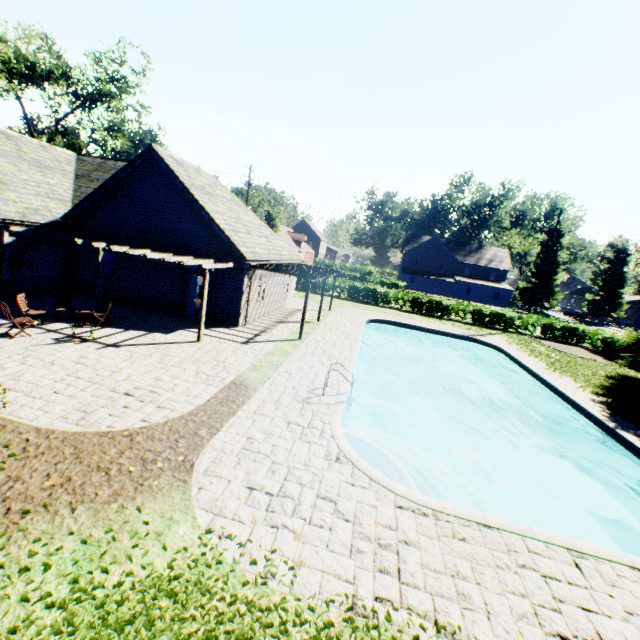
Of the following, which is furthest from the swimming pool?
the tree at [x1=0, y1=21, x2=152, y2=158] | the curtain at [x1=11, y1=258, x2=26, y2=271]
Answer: the curtain at [x1=11, y1=258, x2=26, y2=271]

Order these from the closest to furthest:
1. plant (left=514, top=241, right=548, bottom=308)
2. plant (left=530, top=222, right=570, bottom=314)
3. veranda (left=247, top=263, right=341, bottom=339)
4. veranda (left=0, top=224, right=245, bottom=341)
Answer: veranda (left=0, top=224, right=245, bottom=341), veranda (left=247, top=263, right=341, bottom=339), plant (left=530, top=222, right=570, bottom=314), plant (left=514, top=241, right=548, bottom=308)

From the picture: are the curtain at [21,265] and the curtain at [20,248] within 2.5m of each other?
yes

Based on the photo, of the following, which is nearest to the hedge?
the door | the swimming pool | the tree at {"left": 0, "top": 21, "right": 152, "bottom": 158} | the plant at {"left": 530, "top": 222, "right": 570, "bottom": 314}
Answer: the tree at {"left": 0, "top": 21, "right": 152, "bottom": 158}

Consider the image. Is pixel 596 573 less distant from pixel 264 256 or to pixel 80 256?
pixel 264 256

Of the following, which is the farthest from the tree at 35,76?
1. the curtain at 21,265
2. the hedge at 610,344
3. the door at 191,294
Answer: the door at 191,294

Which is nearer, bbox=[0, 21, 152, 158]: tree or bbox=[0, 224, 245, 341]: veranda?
bbox=[0, 224, 245, 341]: veranda

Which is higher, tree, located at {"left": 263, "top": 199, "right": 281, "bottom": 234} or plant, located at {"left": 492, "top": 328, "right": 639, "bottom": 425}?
tree, located at {"left": 263, "top": 199, "right": 281, "bottom": 234}
